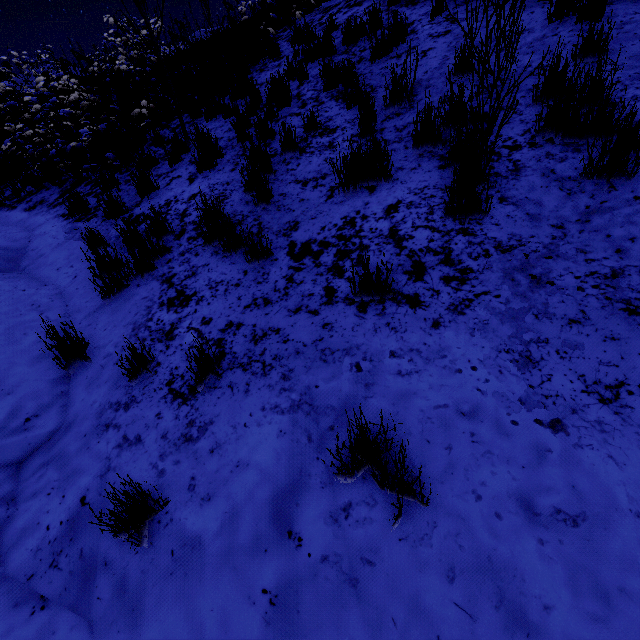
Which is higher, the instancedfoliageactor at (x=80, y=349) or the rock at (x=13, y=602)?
the instancedfoliageactor at (x=80, y=349)

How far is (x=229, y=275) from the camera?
3.2m

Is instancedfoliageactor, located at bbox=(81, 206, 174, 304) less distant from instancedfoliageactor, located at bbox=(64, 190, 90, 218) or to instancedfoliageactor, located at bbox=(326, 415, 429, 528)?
instancedfoliageactor, located at bbox=(64, 190, 90, 218)

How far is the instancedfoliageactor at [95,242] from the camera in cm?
340

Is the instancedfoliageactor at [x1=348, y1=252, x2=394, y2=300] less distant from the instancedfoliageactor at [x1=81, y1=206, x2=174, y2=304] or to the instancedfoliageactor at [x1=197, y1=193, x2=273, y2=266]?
the instancedfoliageactor at [x1=197, y1=193, x2=273, y2=266]

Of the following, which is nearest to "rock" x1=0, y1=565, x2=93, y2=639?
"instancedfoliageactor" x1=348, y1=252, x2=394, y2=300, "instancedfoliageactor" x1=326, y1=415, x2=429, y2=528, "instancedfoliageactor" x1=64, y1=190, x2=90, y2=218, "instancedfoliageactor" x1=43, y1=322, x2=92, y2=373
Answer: "instancedfoliageactor" x1=43, y1=322, x2=92, y2=373

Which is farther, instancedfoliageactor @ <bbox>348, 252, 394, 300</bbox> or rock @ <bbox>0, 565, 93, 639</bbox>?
instancedfoliageactor @ <bbox>348, 252, 394, 300</bbox>

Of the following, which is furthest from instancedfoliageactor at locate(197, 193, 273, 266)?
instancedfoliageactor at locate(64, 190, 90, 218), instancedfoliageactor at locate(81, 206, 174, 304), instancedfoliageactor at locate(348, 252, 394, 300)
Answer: instancedfoliageactor at locate(64, 190, 90, 218)
